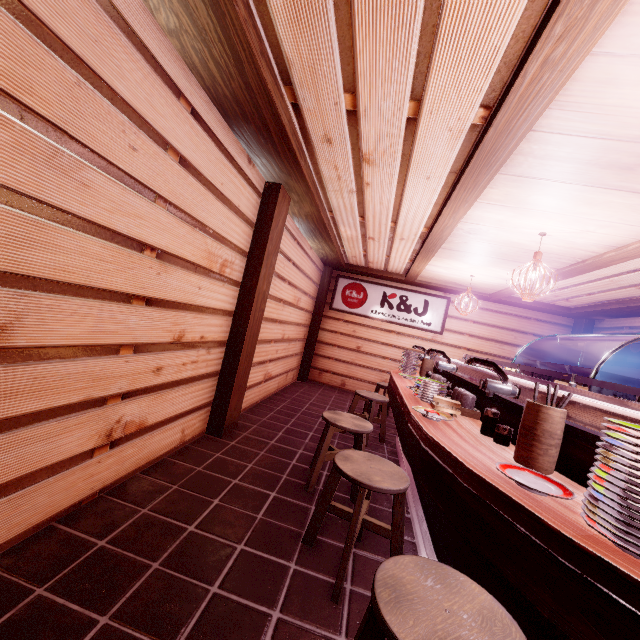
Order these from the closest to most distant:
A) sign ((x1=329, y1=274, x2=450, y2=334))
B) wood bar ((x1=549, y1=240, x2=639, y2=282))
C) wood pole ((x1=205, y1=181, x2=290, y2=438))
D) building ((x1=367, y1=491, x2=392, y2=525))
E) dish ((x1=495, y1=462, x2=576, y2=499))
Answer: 1. dish ((x1=495, y1=462, x2=576, y2=499))
2. building ((x1=367, y1=491, x2=392, y2=525))
3. wood bar ((x1=549, y1=240, x2=639, y2=282))
4. wood pole ((x1=205, y1=181, x2=290, y2=438))
5. sign ((x1=329, y1=274, x2=450, y2=334))

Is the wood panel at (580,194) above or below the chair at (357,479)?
above

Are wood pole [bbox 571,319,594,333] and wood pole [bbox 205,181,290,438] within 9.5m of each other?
no

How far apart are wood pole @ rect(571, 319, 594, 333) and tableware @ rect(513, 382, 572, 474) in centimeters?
1199cm

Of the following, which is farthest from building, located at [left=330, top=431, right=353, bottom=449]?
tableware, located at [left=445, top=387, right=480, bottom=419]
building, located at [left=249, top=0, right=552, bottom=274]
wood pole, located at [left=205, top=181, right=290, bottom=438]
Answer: tableware, located at [left=445, top=387, right=480, bottom=419]

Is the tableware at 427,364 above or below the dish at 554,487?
above

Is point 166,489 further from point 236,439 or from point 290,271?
point 290,271

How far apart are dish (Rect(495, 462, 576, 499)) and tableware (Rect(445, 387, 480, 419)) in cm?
212
